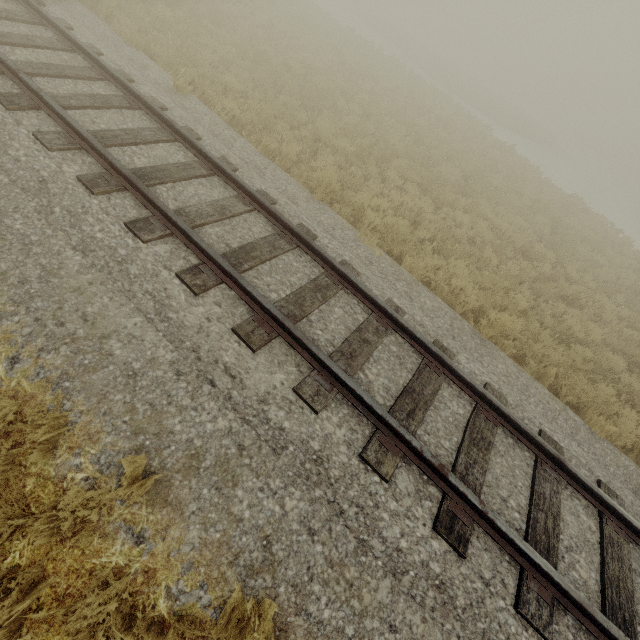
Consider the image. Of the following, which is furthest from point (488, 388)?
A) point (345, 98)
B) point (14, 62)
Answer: point (345, 98)
